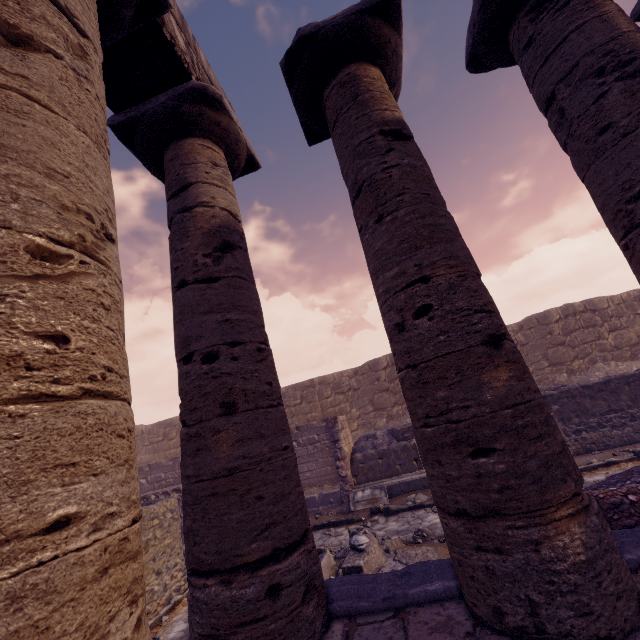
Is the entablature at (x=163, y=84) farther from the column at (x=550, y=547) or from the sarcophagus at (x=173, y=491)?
the sarcophagus at (x=173, y=491)

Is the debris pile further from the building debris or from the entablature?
the entablature

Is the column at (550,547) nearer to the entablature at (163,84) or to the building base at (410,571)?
the building base at (410,571)

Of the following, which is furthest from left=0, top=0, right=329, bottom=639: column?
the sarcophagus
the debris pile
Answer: the sarcophagus

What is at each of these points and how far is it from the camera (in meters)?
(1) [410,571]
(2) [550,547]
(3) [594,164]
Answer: (1) building base, 2.89
(2) column, 1.96
(3) column, 2.93

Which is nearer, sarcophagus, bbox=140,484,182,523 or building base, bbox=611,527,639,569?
building base, bbox=611,527,639,569

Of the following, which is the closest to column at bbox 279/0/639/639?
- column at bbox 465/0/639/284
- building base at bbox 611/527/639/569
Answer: building base at bbox 611/527/639/569

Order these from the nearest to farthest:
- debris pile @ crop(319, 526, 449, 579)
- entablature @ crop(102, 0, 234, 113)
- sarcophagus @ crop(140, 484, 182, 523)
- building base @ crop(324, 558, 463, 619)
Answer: building base @ crop(324, 558, 463, 619), entablature @ crop(102, 0, 234, 113), debris pile @ crop(319, 526, 449, 579), sarcophagus @ crop(140, 484, 182, 523)
